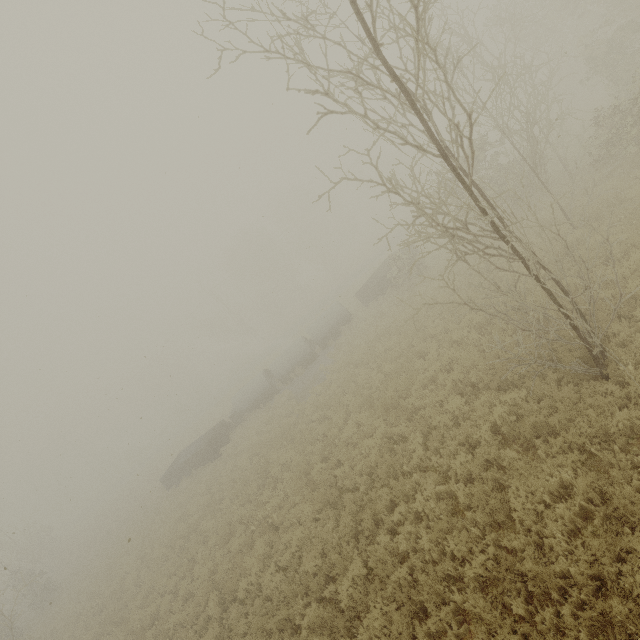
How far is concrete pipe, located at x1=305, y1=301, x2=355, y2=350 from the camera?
25.0 meters

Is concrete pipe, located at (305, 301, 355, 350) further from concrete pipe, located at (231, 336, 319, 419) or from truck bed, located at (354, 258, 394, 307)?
truck bed, located at (354, 258, 394, 307)

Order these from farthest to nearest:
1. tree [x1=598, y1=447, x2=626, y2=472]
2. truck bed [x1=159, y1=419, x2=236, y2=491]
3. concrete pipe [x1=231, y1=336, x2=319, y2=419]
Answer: concrete pipe [x1=231, y1=336, x2=319, y2=419] → truck bed [x1=159, y1=419, x2=236, y2=491] → tree [x1=598, y1=447, x2=626, y2=472]

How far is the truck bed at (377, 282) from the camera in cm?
2358

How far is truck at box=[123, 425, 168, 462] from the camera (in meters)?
54.50

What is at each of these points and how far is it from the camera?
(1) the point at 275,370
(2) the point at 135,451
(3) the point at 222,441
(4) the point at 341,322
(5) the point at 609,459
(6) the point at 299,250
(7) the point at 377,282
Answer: (1) concrete pipe, 25.0m
(2) truck, 55.2m
(3) truck bed, 23.7m
(4) concrete pipe, 25.0m
(5) tree, 5.8m
(6) tree, 52.8m
(7) truck bed, 23.7m

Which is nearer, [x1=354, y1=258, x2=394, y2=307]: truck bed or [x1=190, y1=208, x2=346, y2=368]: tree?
[x1=354, y1=258, x2=394, y2=307]: truck bed

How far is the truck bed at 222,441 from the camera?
22.69m
